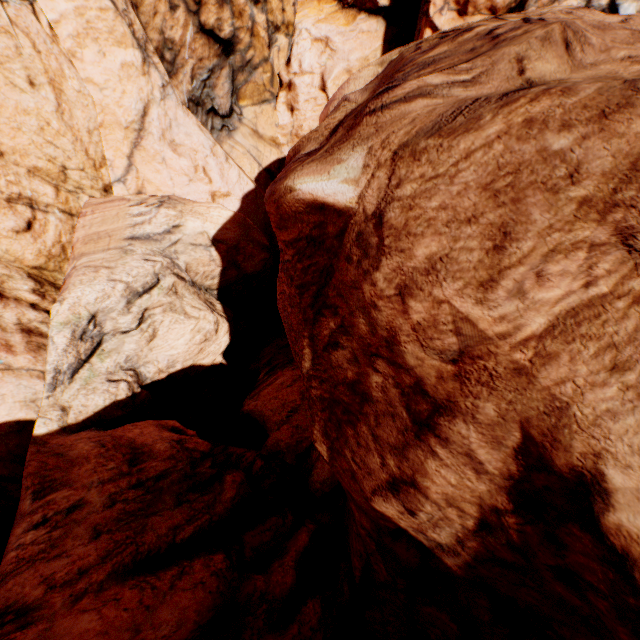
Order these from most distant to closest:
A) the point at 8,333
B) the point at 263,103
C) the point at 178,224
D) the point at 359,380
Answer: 1. the point at 263,103
2. the point at 178,224
3. the point at 8,333
4. the point at 359,380
